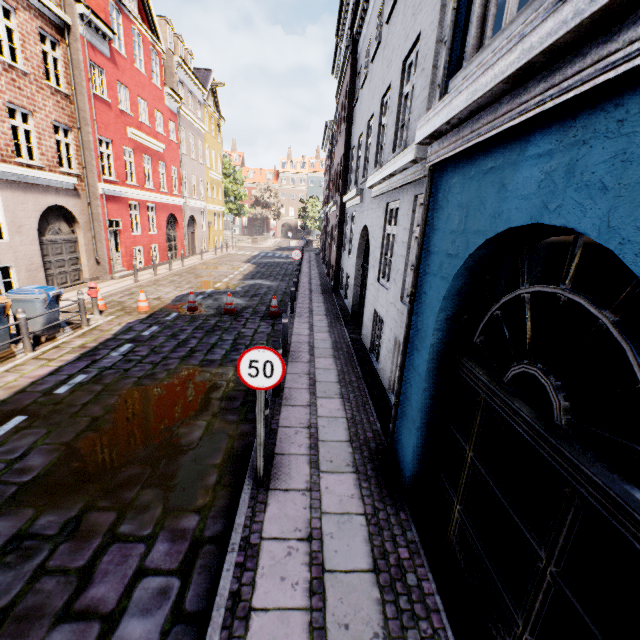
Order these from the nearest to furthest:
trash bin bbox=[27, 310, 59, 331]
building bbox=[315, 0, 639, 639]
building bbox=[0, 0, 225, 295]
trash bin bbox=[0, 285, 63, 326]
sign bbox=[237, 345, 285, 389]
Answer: building bbox=[315, 0, 639, 639]
sign bbox=[237, 345, 285, 389]
trash bin bbox=[0, 285, 63, 326]
trash bin bbox=[27, 310, 59, 331]
building bbox=[0, 0, 225, 295]

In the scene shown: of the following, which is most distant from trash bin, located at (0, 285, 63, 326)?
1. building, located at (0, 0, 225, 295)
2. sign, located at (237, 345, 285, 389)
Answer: sign, located at (237, 345, 285, 389)

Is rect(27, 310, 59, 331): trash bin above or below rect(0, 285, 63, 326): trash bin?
below

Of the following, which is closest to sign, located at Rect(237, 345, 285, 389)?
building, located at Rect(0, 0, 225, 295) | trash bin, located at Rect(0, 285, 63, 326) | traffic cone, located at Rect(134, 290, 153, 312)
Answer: building, located at Rect(0, 0, 225, 295)

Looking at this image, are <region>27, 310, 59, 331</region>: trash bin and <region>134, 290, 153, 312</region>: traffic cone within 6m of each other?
yes

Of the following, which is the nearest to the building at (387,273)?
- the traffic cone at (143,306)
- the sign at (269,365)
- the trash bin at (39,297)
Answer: the sign at (269,365)

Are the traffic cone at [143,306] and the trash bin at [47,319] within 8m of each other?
yes

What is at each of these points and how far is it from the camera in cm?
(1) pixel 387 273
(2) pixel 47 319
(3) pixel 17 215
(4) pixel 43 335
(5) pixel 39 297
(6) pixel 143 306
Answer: (1) building, 697
(2) trash bin, 836
(3) building, 1112
(4) trash bin, 843
(5) trash bin, 800
(6) traffic cone, 1138
